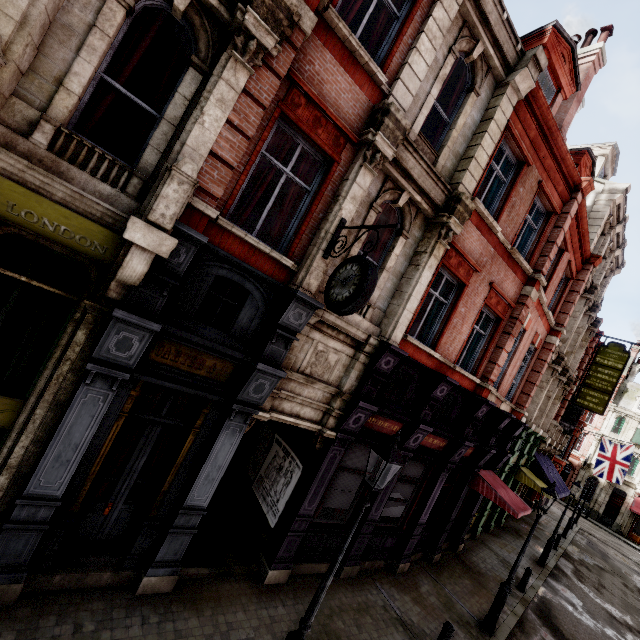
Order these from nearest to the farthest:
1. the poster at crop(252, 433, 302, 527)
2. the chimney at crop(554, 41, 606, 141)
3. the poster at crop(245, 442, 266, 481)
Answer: the poster at crop(252, 433, 302, 527), the poster at crop(245, 442, 266, 481), the chimney at crop(554, 41, 606, 141)

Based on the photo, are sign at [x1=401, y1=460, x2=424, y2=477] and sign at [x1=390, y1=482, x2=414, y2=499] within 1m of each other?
yes

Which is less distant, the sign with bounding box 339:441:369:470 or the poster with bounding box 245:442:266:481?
the sign with bounding box 339:441:369:470

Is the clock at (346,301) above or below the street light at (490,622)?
above

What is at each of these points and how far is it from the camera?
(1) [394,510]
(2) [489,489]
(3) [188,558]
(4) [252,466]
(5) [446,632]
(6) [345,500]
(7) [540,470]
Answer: (1) sign, 10.05m
(2) awning, 11.69m
(3) tunnel, 6.97m
(4) poster, 9.81m
(5) post, 7.54m
(6) sign, 8.76m
(7) awning, 19.52m

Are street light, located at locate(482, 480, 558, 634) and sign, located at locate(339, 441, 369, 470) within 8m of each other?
yes

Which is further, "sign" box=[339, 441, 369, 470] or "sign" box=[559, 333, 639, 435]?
"sign" box=[559, 333, 639, 435]

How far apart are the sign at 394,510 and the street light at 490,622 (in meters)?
3.48
